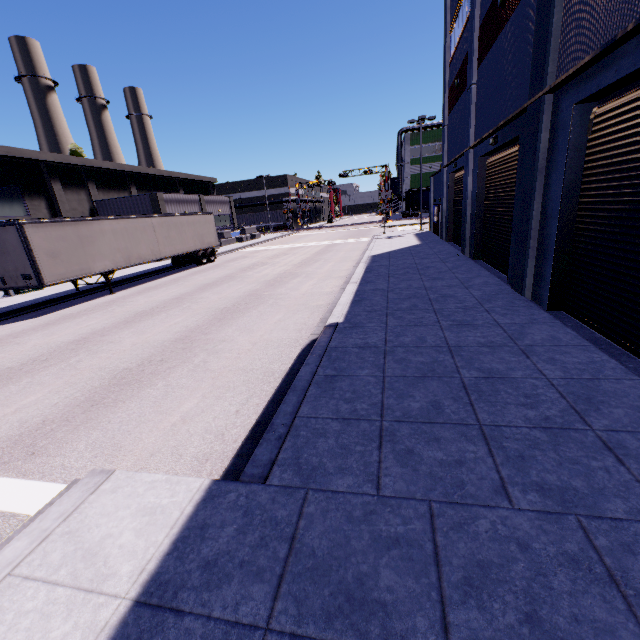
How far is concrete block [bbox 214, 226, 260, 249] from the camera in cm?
4085

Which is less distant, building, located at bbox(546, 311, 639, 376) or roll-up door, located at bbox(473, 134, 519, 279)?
building, located at bbox(546, 311, 639, 376)

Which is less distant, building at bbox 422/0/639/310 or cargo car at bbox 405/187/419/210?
building at bbox 422/0/639/310

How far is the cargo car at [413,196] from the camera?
57.2 meters

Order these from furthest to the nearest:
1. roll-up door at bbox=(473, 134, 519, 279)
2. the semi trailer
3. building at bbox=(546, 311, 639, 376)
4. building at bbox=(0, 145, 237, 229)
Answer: building at bbox=(0, 145, 237, 229) < the semi trailer < roll-up door at bbox=(473, 134, 519, 279) < building at bbox=(546, 311, 639, 376)

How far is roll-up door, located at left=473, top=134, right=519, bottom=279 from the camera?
11.2 meters

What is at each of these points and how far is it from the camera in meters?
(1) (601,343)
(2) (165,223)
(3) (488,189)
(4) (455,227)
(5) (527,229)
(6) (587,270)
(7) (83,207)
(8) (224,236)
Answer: (1) building, 6.1
(2) semi trailer, 21.4
(3) roll-up door, 13.8
(4) roll-up door, 21.4
(5) building, 8.6
(6) roll-up door, 6.9
(7) building, 33.8
(8) concrete block, 41.0

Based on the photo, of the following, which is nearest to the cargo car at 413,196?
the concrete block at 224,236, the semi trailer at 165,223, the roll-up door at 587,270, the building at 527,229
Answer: the building at 527,229
